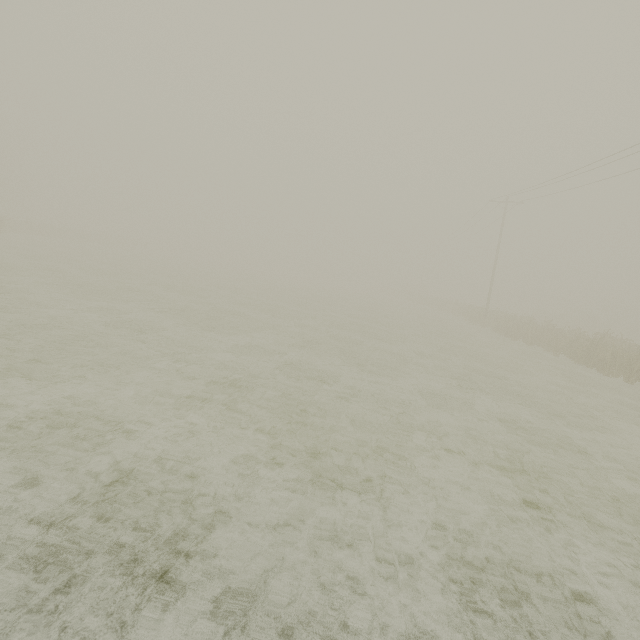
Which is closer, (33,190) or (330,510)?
(330,510)
